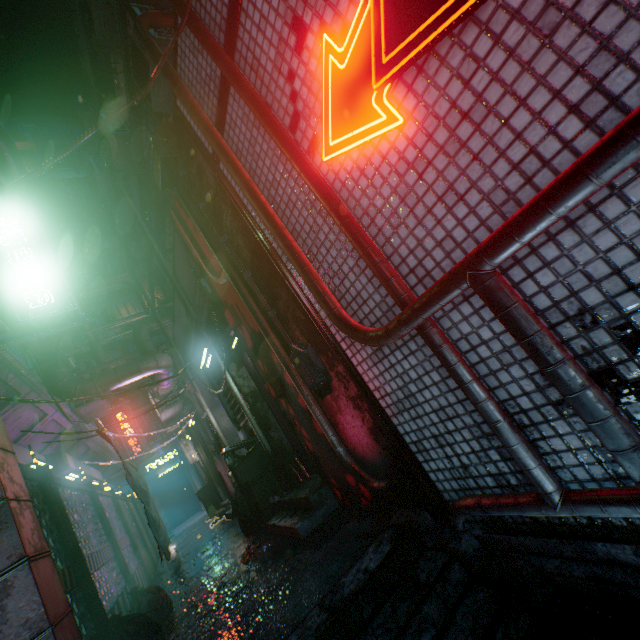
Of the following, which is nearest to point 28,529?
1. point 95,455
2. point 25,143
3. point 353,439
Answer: point 353,439

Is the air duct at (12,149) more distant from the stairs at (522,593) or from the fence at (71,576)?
the stairs at (522,593)

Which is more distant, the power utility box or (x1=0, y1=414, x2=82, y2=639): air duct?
the power utility box

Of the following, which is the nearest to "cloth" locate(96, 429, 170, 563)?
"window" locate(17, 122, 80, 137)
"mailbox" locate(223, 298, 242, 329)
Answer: "mailbox" locate(223, 298, 242, 329)

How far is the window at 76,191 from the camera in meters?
19.9 m

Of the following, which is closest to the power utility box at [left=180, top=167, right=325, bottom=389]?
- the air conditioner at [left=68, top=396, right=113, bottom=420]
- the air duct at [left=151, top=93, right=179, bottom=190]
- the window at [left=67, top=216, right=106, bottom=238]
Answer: the air duct at [left=151, top=93, right=179, bottom=190]

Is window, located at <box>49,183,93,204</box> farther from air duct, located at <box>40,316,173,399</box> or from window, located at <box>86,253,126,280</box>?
air duct, located at <box>40,316,173,399</box>

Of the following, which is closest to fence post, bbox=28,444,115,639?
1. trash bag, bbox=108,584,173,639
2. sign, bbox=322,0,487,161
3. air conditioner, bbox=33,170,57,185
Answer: trash bag, bbox=108,584,173,639
